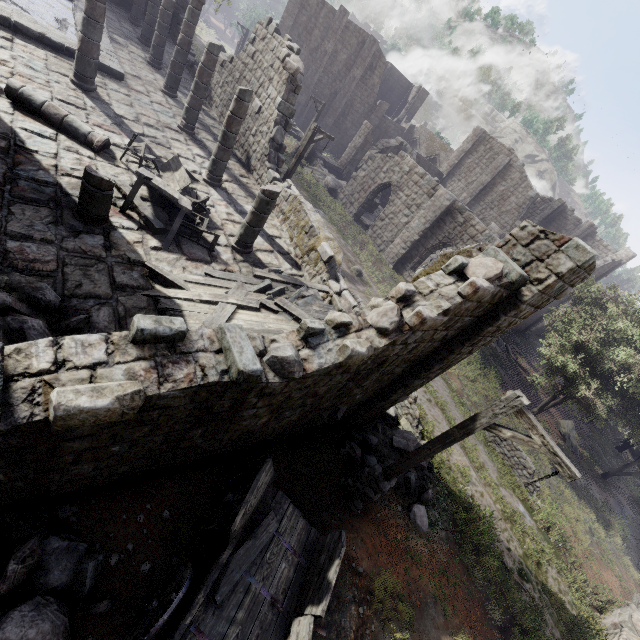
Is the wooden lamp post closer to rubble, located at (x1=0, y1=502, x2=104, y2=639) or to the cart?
the cart

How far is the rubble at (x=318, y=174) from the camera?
26.51m

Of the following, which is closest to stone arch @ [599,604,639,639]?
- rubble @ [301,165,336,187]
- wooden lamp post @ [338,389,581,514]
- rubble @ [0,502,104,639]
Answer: wooden lamp post @ [338,389,581,514]

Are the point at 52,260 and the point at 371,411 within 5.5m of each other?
no

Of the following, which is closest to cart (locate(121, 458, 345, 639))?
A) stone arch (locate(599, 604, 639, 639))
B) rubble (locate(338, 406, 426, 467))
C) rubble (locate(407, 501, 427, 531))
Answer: rubble (locate(338, 406, 426, 467))

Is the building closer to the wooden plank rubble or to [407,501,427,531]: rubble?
the wooden plank rubble

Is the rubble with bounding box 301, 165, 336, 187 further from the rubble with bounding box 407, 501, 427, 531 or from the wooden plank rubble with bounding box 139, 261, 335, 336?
the rubble with bounding box 407, 501, 427, 531

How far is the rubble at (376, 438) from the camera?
8.8m
